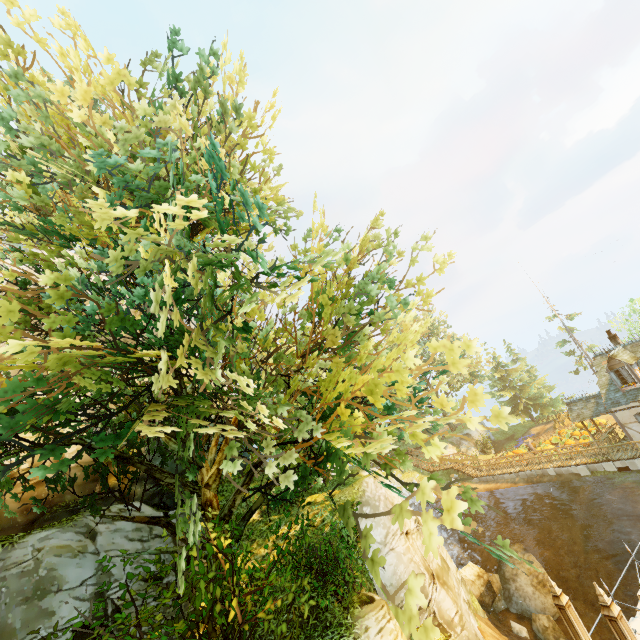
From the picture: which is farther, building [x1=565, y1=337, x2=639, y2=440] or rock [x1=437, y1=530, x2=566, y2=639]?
building [x1=565, y1=337, x2=639, y2=440]

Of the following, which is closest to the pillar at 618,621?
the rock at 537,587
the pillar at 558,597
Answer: the pillar at 558,597

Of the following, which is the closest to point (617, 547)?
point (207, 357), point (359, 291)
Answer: point (359, 291)

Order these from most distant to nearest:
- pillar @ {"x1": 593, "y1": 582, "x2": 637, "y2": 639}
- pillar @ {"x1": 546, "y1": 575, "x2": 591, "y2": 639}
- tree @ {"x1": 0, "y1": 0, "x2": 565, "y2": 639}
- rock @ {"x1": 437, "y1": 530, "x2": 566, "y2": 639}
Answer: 1. rock @ {"x1": 437, "y1": 530, "x2": 566, "y2": 639}
2. pillar @ {"x1": 546, "y1": 575, "x2": 591, "y2": 639}
3. pillar @ {"x1": 593, "y1": 582, "x2": 637, "y2": 639}
4. tree @ {"x1": 0, "y1": 0, "x2": 565, "y2": 639}

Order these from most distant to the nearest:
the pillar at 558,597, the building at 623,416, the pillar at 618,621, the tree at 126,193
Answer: the building at 623,416
the pillar at 558,597
the pillar at 618,621
the tree at 126,193

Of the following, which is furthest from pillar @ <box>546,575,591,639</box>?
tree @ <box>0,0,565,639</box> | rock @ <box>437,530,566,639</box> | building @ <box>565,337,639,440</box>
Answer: building @ <box>565,337,639,440</box>

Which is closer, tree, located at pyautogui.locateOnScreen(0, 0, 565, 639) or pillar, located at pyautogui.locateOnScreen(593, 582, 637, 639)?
tree, located at pyautogui.locateOnScreen(0, 0, 565, 639)

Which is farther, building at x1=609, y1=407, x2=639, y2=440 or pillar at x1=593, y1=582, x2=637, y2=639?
building at x1=609, y1=407, x2=639, y2=440
